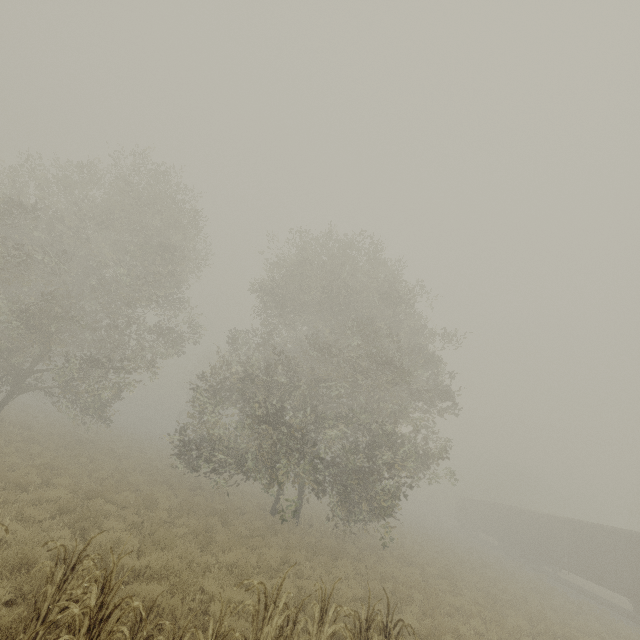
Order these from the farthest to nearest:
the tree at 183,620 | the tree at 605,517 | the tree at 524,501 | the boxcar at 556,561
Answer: the tree at 524,501, the tree at 605,517, the boxcar at 556,561, the tree at 183,620

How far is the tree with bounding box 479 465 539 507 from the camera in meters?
56.1 m

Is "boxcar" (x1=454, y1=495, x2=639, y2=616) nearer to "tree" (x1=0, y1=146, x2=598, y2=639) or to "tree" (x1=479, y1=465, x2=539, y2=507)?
"tree" (x1=479, y1=465, x2=539, y2=507)

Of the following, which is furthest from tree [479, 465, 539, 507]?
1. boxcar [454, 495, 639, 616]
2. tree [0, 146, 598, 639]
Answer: tree [0, 146, 598, 639]

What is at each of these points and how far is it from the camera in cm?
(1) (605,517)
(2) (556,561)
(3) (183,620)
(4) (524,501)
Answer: (1) tree, 5722
(2) boxcar, 2633
(3) tree, 606
(4) tree, 5625

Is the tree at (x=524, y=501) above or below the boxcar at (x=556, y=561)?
above

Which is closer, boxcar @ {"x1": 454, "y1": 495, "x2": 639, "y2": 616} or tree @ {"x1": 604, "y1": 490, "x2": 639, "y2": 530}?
boxcar @ {"x1": 454, "y1": 495, "x2": 639, "y2": 616}
